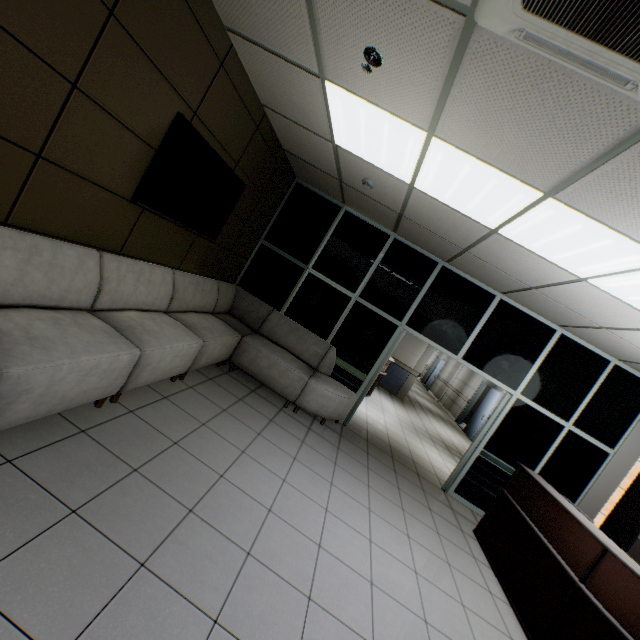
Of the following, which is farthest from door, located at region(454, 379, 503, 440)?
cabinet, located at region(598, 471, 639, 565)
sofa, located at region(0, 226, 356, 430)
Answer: sofa, located at region(0, 226, 356, 430)

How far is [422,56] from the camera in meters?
1.9 m

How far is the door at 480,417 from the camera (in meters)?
11.40

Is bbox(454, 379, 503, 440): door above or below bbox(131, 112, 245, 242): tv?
below

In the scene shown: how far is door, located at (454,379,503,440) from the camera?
11.4m

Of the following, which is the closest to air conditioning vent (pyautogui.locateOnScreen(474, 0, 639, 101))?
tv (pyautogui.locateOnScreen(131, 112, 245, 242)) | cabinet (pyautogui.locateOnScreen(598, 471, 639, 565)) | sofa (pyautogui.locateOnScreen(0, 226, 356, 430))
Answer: tv (pyautogui.locateOnScreen(131, 112, 245, 242))

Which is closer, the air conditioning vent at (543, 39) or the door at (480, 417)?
the air conditioning vent at (543, 39)

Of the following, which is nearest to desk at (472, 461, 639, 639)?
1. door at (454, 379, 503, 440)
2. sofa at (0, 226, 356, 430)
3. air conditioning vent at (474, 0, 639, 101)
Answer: sofa at (0, 226, 356, 430)
